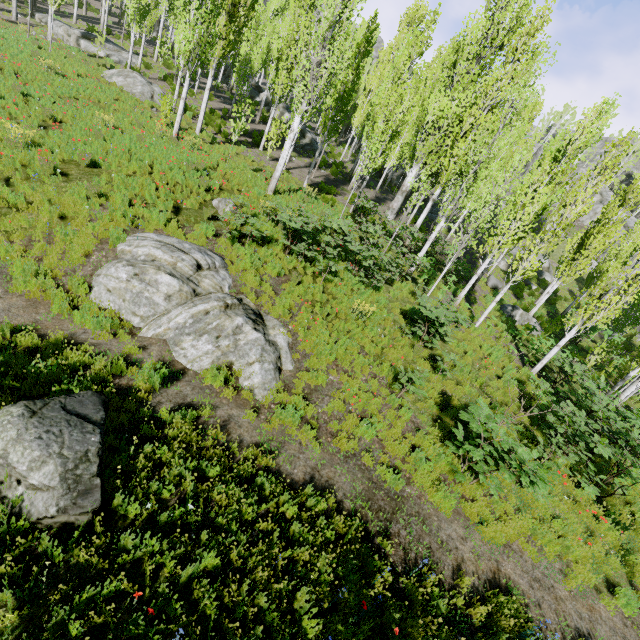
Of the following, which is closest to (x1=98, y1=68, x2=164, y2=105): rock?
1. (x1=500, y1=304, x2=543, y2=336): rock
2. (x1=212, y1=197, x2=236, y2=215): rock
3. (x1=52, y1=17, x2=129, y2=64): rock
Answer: (x1=52, y1=17, x2=129, y2=64): rock

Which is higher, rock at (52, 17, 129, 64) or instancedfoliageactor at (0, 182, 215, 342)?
rock at (52, 17, 129, 64)

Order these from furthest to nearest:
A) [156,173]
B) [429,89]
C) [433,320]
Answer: [429,89] < [156,173] < [433,320]

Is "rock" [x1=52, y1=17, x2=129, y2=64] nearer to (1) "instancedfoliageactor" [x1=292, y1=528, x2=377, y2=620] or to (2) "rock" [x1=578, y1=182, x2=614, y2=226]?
(1) "instancedfoliageactor" [x1=292, y1=528, x2=377, y2=620]

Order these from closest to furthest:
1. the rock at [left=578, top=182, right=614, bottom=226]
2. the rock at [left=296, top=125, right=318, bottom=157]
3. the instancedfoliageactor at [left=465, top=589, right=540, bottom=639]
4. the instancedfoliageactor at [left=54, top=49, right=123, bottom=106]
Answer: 1. the instancedfoliageactor at [left=465, top=589, right=540, bottom=639]
2. the instancedfoliageactor at [left=54, top=49, right=123, bottom=106]
3. the rock at [left=296, top=125, right=318, bottom=157]
4. the rock at [left=578, top=182, right=614, bottom=226]

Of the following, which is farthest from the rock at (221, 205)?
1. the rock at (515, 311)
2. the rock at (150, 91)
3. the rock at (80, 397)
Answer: the rock at (515, 311)

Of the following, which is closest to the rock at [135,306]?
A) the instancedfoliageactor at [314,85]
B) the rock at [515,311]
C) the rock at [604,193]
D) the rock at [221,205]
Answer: the rock at [221,205]

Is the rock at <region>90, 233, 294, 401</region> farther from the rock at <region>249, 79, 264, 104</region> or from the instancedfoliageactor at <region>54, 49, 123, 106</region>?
the rock at <region>249, 79, 264, 104</region>
